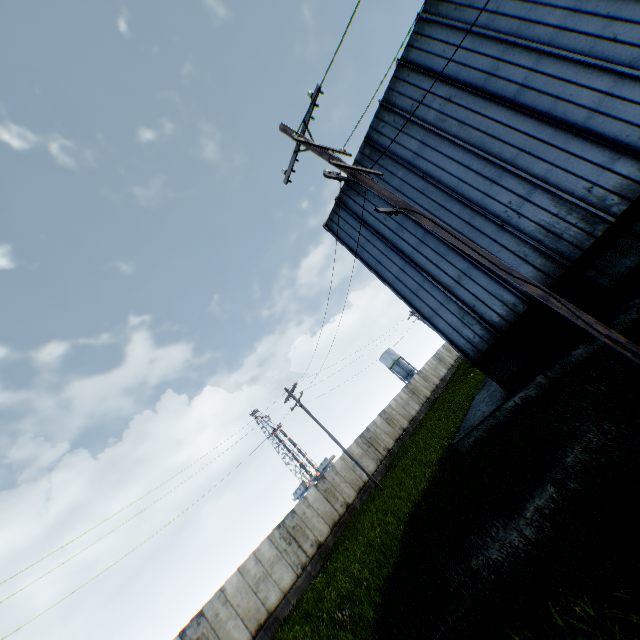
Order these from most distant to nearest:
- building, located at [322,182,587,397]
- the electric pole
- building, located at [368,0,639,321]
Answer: building, located at [322,182,587,397]
building, located at [368,0,639,321]
the electric pole

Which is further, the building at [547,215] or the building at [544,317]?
A: the building at [544,317]

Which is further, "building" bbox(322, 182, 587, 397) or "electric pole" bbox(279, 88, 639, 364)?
"building" bbox(322, 182, 587, 397)

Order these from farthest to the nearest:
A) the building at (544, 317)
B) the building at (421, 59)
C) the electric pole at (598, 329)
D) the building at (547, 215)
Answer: the building at (421, 59), the building at (544, 317), the building at (547, 215), the electric pole at (598, 329)

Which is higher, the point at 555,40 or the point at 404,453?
the point at 555,40

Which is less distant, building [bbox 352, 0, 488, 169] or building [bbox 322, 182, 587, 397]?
building [bbox 322, 182, 587, 397]

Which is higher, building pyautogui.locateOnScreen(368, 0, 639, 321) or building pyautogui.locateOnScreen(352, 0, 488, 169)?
building pyautogui.locateOnScreen(352, 0, 488, 169)

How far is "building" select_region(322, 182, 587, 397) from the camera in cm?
1027
